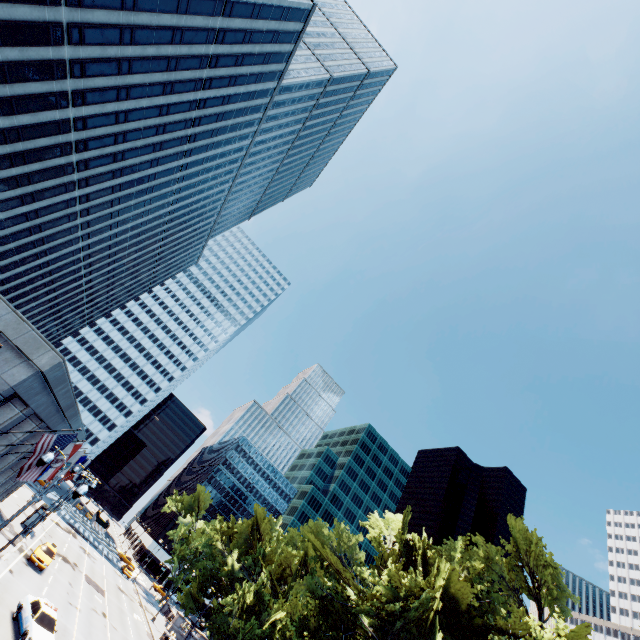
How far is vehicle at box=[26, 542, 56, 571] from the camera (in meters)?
29.44

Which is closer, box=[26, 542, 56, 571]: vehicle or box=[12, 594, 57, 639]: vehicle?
box=[12, 594, 57, 639]: vehicle

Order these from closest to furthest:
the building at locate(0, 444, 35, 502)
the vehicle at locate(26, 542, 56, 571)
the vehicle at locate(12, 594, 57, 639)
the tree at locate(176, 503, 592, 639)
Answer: the vehicle at locate(12, 594, 57, 639), the tree at locate(176, 503, 592, 639), the building at locate(0, 444, 35, 502), the vehicle at locate(26, 542, 56, 571)

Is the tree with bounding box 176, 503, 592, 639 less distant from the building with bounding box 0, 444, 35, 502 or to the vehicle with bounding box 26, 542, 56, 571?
the vehicle with bounding box 26, 542, 56, 571

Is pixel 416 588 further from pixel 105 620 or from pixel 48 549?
pixel 48 549

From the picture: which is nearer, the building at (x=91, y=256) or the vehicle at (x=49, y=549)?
the building at (x=91, y=256)

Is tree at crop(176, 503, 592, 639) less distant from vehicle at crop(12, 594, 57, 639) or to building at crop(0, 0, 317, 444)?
vehicle at crop(12, 594, 57, 639)

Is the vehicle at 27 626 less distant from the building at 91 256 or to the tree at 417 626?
the building at 91 256
